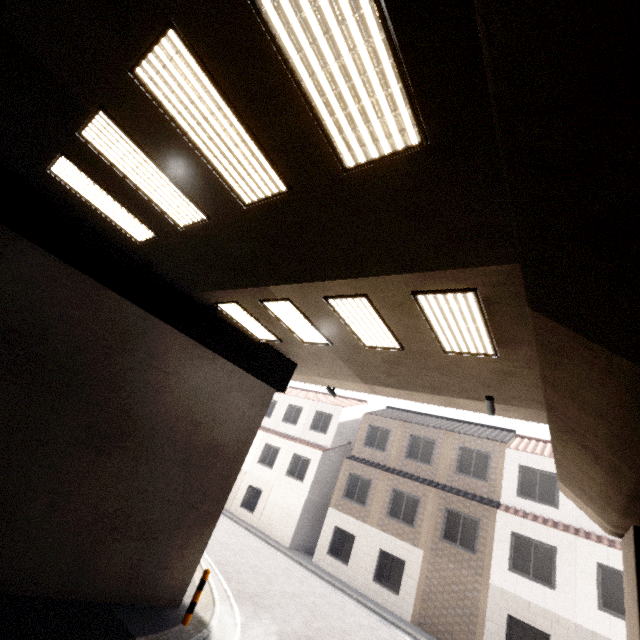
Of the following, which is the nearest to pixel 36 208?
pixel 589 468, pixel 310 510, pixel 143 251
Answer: pixel 143 251

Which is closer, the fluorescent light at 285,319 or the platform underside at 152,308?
the platform underside at 152,308

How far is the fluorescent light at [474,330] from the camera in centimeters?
496cm

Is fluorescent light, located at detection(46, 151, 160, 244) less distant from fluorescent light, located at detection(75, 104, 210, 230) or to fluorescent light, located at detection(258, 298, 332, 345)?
fluorescent light, located at detection(75, 104, 210, 230)

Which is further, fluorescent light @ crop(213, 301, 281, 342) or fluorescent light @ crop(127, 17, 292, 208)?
fluorescent light @ crop(213, 301, 281, 342)

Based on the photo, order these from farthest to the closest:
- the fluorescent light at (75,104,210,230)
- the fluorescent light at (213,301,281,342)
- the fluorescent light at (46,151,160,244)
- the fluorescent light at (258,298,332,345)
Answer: the fluorescent light at (213,301,281,342) → the fluorescent light at (258,298,332,345) → the fluorescent light at (46,151,160,244) → the fluorescent light at (75,104,210,230)

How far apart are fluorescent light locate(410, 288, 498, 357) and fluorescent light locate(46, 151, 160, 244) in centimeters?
530cm

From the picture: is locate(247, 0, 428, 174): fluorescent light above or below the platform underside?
above
